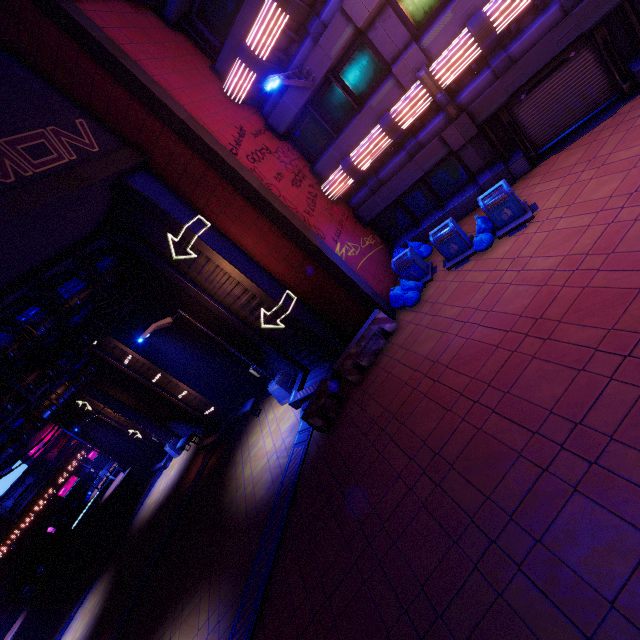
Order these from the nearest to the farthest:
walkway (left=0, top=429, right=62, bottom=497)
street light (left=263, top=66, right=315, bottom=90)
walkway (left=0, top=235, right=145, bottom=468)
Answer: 1. street light (left=263, top=66, right=315, bottom=90)
2. walkway (left=0, top=235, right=145, bottom=468)
3. walkway (left=0, top=429, right=62, bottom=497)

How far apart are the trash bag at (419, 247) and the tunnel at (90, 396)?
19.7 meters

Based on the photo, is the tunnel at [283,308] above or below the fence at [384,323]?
above

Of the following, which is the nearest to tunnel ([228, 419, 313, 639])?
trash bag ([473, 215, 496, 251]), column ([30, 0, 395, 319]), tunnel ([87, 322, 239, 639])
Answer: column ([30, 0, 395, 319])

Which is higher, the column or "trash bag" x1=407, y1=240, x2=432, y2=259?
the column

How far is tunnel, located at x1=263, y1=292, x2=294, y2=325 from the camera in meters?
11.3 m

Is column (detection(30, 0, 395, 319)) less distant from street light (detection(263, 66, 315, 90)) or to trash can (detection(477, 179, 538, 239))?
street light (detection(263, 66, 315, 90))

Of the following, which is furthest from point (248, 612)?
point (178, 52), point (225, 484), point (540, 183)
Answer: point (178, 52)
